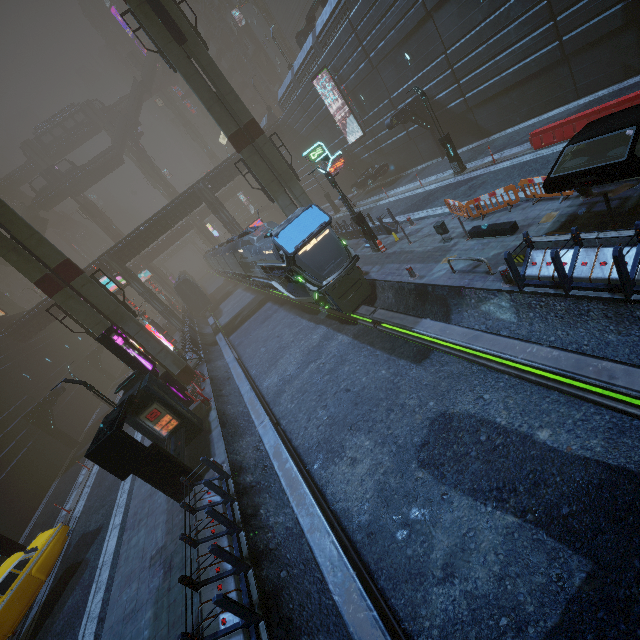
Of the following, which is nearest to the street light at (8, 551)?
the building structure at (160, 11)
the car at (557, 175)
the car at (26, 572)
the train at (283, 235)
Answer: the car at (26, 572)

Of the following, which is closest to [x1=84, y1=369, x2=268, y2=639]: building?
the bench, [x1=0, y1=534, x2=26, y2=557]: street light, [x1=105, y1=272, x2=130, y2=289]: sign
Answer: [x1=105, y1=272, x2=130, y2=289]: sign

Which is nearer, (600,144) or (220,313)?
(600,144)

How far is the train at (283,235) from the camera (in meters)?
13.95

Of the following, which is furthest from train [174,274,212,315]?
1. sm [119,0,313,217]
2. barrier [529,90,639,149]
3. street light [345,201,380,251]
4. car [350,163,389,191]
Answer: car [350,163,389,191]

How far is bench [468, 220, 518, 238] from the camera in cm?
1125

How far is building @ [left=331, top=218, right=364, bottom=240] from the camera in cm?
2258

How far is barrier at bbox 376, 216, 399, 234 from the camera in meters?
18.9
